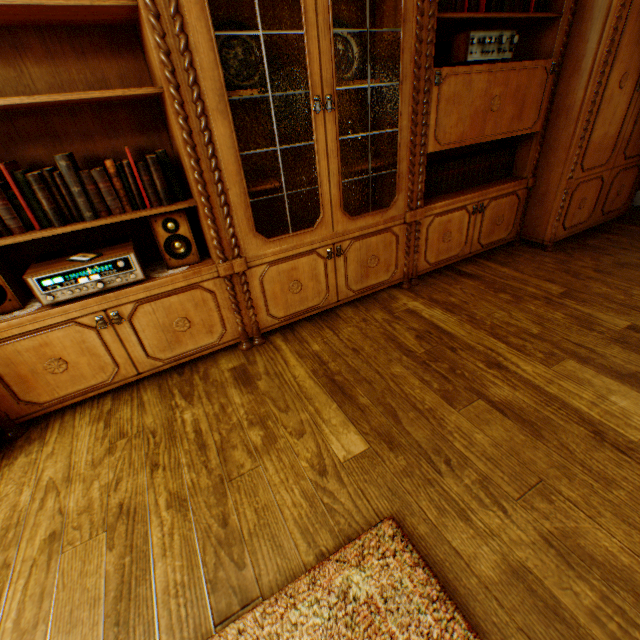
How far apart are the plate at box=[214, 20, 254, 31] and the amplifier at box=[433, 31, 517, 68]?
1.19m

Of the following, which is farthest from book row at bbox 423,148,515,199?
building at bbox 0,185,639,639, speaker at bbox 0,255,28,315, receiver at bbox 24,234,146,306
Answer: speaker at bbox 0,255,28,315

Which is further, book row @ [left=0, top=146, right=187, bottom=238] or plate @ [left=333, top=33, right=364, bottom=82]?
plate @ [left=333, top=33, right=364, bottom=82]

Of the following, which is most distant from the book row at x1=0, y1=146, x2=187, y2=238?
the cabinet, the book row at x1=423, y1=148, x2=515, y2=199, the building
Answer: the book row at x1=423, y1=148, x2=515, y2=199

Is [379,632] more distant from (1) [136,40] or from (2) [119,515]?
(1) [136,40]

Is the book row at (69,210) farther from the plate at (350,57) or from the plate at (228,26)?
the plate at (350,57)

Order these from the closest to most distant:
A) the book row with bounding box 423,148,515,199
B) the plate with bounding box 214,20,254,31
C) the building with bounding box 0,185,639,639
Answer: the building with bounding box 0,185,639,639 < the plate with bounding box 214,20,254,31 < the book row with bounding box 423,148,515,199

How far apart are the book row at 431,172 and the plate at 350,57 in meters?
0.8 m
